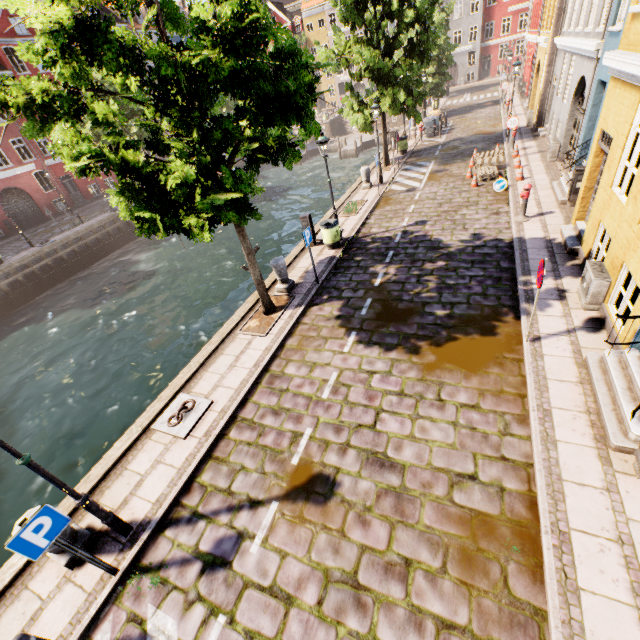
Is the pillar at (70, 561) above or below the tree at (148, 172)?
below

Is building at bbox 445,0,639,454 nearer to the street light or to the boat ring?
the boat ring

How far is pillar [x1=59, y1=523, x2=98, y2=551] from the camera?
5.1 meters

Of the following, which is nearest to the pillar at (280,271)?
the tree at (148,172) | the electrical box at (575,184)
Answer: the tree at (148,172)

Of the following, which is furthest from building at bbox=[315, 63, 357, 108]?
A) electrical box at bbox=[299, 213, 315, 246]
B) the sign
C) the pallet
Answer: the pallet

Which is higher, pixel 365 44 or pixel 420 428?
pixel 365 44

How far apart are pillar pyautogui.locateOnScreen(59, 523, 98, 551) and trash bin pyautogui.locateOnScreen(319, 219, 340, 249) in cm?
1032

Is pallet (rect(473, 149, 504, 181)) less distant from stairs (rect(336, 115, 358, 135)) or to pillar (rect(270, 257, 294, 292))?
pillar (rect(270, 257, 294, 292))
